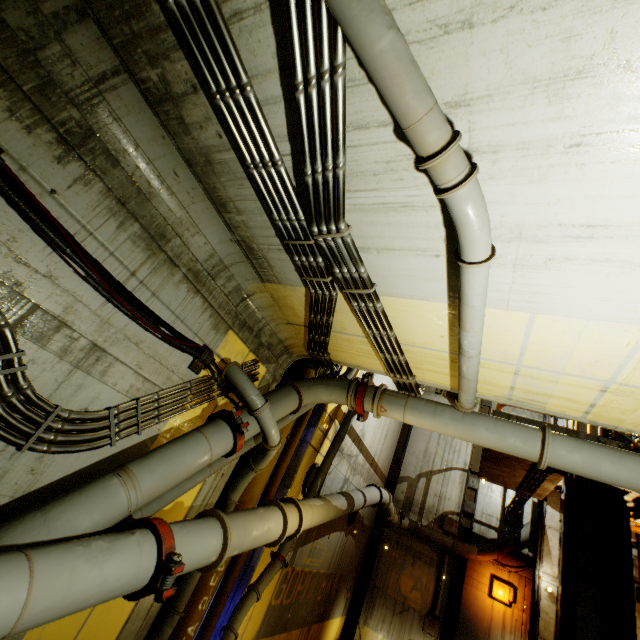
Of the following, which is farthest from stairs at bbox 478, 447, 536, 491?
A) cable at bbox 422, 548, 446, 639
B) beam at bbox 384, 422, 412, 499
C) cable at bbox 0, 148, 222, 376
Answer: cable at bbox 0, 148, 222, 376

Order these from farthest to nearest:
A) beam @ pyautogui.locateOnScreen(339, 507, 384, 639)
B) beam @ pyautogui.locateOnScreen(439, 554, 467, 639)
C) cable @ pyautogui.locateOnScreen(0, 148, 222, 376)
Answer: beam @ pyautogui.locateOnScreen(339, 507, 384, 639)
beam @ pyautogui.locateOnScreen(439, 554, 467, 639)
cable @ pyautogui.locateOnScreen(0, 148, 222, 376)

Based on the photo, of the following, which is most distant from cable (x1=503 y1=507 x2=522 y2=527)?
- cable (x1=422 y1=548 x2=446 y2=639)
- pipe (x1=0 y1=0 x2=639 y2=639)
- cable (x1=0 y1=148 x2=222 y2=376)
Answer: cable (x1=0 y1=148 x2=222 y2=376)

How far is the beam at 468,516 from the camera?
13.43m

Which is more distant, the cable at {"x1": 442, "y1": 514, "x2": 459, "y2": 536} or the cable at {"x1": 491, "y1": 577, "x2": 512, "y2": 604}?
the cable at {"x1": 442, "y1": 514, "x2": 459, "y2": 536}

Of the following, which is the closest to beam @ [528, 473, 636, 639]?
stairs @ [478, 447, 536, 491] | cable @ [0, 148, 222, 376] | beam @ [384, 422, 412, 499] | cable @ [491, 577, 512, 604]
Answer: stairs @ [478, 447, 536, 491]

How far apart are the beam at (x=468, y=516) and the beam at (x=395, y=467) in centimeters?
284cm

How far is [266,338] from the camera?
5.8m
